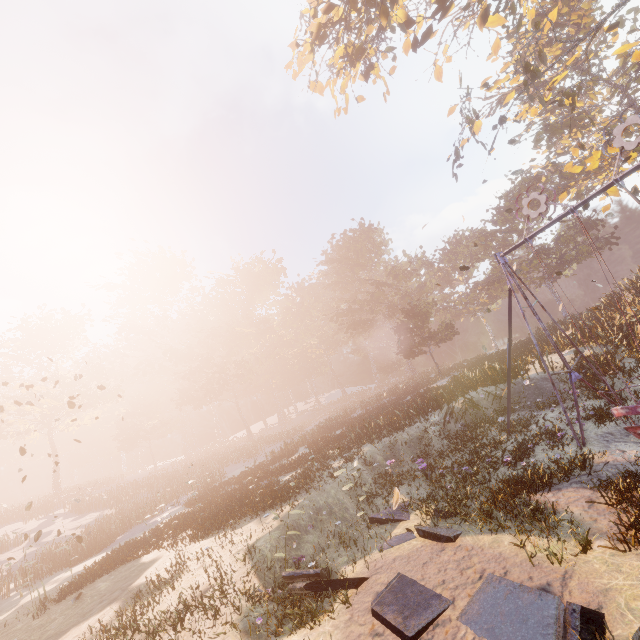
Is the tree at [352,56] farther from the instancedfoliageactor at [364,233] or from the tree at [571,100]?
the instancedfoliageactor at [364,233]

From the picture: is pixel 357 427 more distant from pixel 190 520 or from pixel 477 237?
pixel 477 237

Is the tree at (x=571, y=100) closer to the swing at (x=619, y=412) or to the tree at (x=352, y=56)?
the tree at (x=352, y=56)

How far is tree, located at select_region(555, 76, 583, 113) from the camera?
17.3m

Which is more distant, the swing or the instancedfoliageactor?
the instancedfoliageactor

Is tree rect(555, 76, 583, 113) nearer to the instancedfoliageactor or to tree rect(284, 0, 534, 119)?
tree rect(284, 0, 534, 119)

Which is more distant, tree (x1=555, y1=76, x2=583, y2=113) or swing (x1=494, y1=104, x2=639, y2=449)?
tree (x1=555, y1=76, x2=583, y2=113)

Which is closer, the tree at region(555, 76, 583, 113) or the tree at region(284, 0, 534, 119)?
the tree at region(284, 0, 534, 119)
